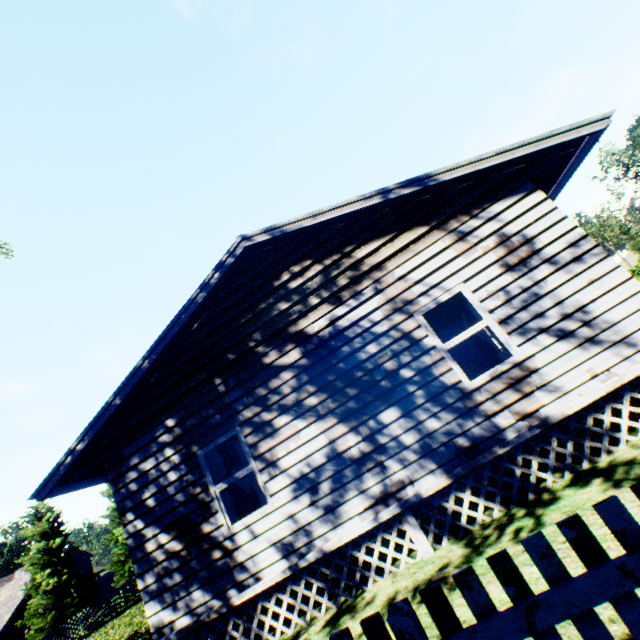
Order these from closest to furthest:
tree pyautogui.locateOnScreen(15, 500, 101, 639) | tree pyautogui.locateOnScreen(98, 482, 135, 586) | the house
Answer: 1. the house
2. tree pyautogui.locateOnScreen(15, 500, 101, 639)
3. tree pyautogui.locateOnScreen(98, 482, 135, 586)

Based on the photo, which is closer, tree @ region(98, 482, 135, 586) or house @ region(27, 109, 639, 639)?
house @ region(27, 109, 639, 639)

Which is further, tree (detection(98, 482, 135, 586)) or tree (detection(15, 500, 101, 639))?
tree (detection(98, 482, 135, 586))

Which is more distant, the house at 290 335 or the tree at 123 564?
the tree at 123 564

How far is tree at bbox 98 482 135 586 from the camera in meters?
29.5 m

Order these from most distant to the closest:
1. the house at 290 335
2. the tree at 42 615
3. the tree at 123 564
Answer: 1. the tree at 123 564
2. the tree at 42 615
3. the house at 290 335

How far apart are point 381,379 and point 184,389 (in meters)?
4.13
